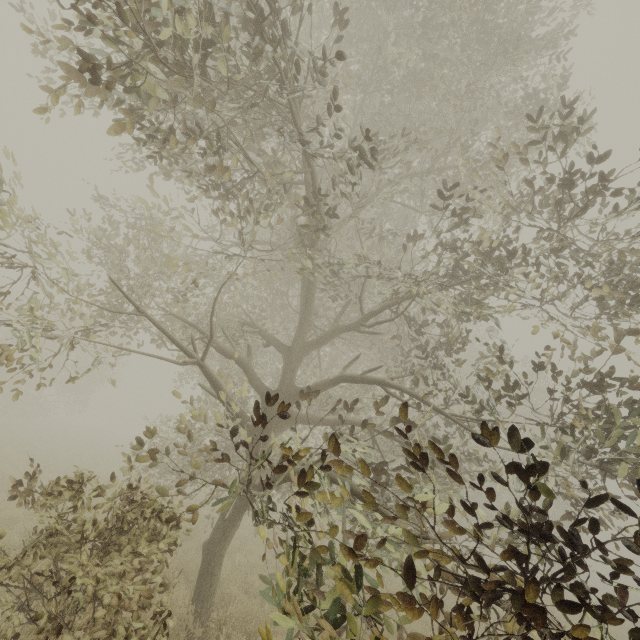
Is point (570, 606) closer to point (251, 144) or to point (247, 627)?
point (247, 627)
